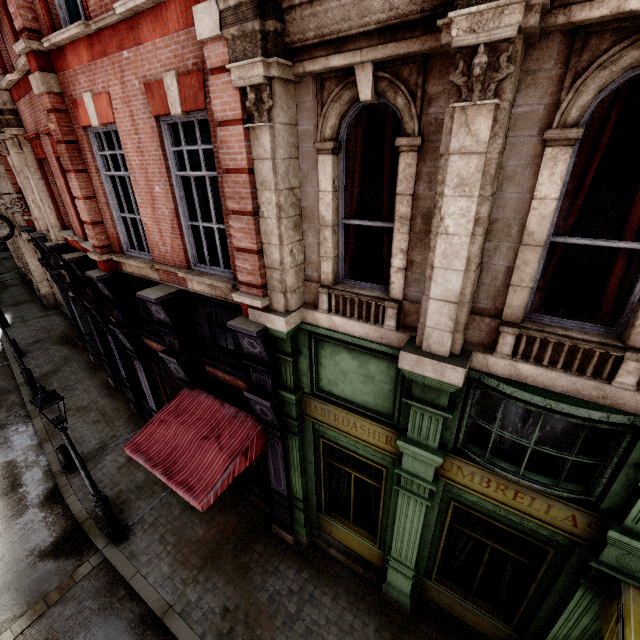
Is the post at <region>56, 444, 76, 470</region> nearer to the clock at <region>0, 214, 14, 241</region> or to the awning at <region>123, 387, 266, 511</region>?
the awning at <region>123, 387, 266, 511</region>

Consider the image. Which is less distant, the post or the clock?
the post

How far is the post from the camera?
9.82m

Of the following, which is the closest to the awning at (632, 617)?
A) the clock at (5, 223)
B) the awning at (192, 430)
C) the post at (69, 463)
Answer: the awning at (192, 430)

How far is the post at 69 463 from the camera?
9.8 meters

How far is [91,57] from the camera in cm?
555

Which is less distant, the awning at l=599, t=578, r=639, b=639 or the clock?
the awning at l=599, t=578, r=639, b=639

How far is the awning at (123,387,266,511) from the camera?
6.00m
